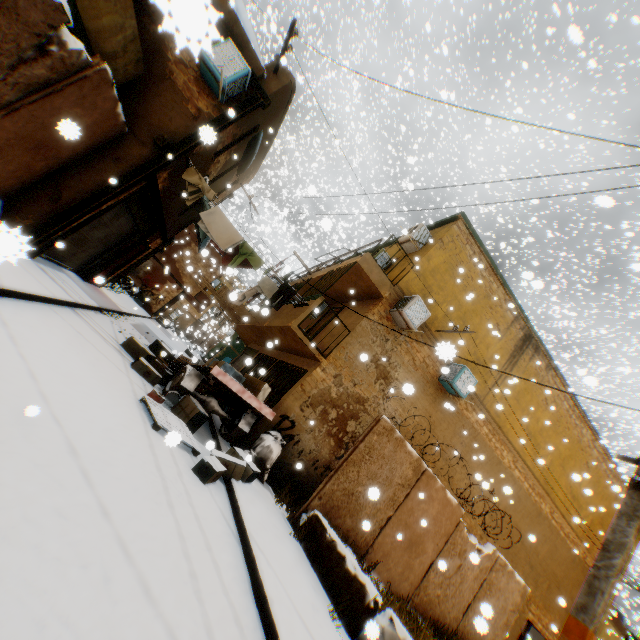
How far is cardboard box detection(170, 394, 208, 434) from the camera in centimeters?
708cm

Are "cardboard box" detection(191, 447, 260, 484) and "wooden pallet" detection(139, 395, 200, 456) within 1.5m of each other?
yes

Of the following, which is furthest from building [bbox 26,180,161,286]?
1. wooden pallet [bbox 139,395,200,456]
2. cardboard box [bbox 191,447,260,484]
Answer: wooden pallet [bbox 139,395,200,456]

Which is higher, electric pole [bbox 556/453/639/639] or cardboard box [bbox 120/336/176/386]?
electric pole [bbox 556/453/639/639]

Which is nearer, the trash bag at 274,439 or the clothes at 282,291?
the trash bag at 274,439

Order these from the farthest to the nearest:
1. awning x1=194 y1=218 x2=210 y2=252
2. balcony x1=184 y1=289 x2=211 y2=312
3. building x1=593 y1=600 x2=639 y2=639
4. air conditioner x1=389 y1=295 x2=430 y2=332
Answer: balcony x1=184 y1=289 x2=211 y2=312, building x1=593 y1=600 x2=639 y2=639, awning x1=194 y1=218 x2=210 y2=252, air conditioner x1=389 y1=295 x2=430 y2=332

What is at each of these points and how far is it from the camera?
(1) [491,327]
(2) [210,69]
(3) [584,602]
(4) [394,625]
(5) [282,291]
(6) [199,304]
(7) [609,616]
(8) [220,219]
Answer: (1) building, 7.7m
(2) air conditioner, 7.5m
(3) electric pole, 3.2m
(4) concrete block, 4.4m
(5) clothes, 9.2m
(6) balcony, 26.2m
(7) building, 26.1m
(8) clothes, 8.8m

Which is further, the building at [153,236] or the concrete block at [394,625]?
the building at [153,236]
